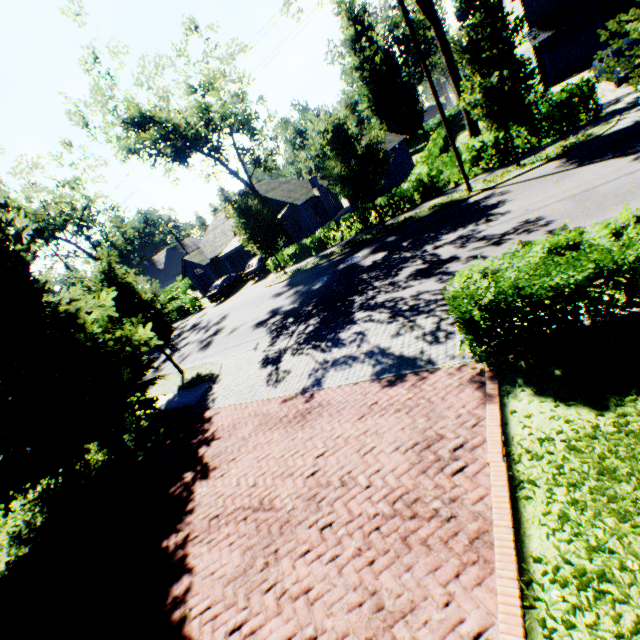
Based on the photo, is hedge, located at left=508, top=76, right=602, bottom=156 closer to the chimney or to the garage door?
the garage door

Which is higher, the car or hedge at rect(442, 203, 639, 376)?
hedge at rect(442, 203, 639, 376)

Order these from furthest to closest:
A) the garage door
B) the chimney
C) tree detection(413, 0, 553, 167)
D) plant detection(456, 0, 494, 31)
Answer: plant detection(456, 0, 494, 31)
the chimney
the garage door
tree detection(413, 0, 553, 167)

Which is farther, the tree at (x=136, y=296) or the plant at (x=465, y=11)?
the plant at (x=465, y=11)

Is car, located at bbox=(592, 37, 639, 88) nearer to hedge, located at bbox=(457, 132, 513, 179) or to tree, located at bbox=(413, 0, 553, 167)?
hedge, located at bbox=(457, 132, 513, 179)

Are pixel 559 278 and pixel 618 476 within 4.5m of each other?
yes

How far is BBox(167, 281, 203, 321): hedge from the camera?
32.2m

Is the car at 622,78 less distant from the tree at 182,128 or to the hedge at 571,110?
the hedge at 571,110
